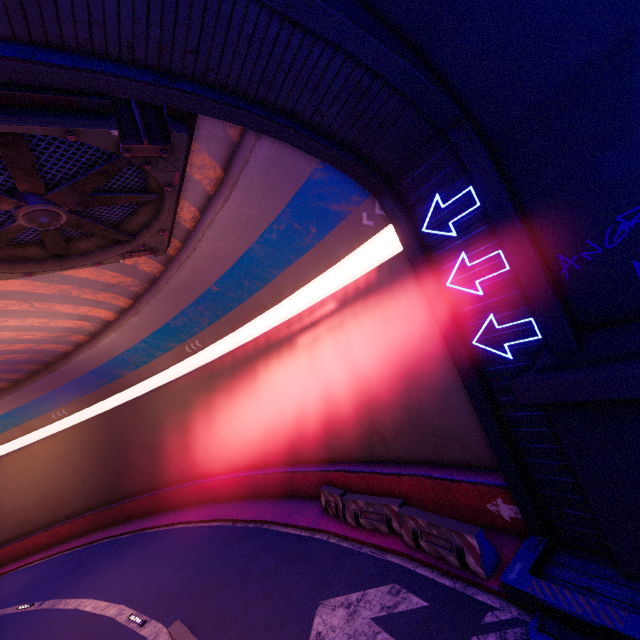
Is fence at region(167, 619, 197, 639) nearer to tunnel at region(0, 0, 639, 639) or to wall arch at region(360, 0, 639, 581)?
tunnel at region(0, 0, 639, 639)

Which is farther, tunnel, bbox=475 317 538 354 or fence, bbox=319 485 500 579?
fence, bbox=319 485 500 579

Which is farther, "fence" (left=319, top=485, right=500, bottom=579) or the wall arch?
"fence" (left=319, top=485, right=500, bottom=579)

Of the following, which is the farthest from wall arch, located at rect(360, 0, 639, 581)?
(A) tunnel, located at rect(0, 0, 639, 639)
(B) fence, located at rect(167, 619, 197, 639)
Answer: (B) fence, located at rect(167, 619, 197, 639)

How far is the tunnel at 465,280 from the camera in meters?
6.4

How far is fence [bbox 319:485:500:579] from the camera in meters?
7.1

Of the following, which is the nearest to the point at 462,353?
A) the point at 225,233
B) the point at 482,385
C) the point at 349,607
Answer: the point at 482,385
